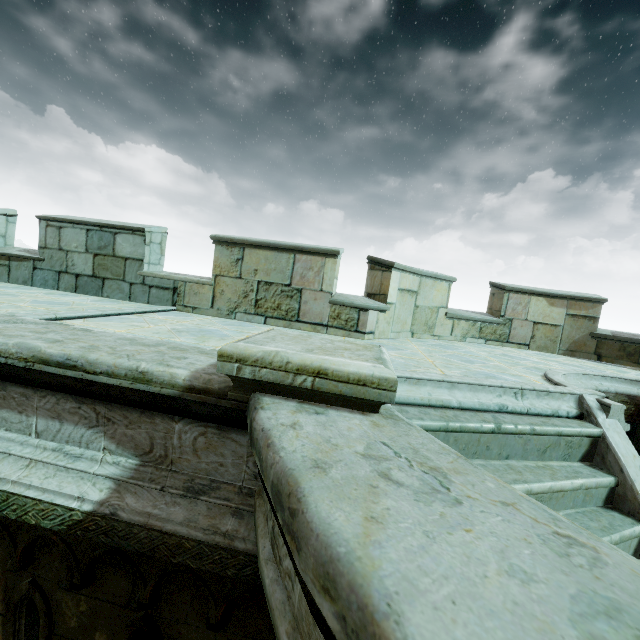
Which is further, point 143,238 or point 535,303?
point 535,303

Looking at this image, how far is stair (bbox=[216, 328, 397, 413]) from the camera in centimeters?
165cm

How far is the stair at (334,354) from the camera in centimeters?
165cm
